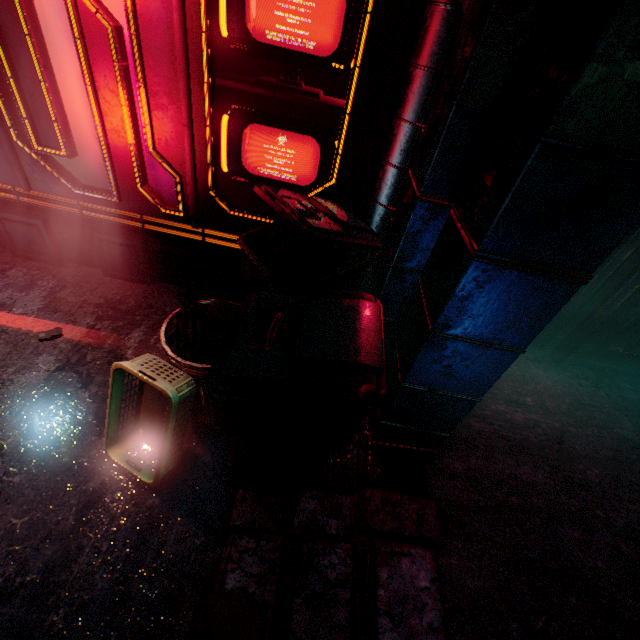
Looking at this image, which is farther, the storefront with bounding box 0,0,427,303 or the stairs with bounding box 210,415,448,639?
the storefront with bounding box 0,0,427,303

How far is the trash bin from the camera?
0.97m

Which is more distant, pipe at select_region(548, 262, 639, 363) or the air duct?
pipe at select_region(548, 262, 639, 363)

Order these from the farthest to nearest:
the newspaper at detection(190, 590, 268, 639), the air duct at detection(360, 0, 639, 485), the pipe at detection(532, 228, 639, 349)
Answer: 1. the pipe at detection(532, 228, 639, 349)
2. the newspaper at detection(190, 590, 268, 639)
3. the air duct at detection(360, 0, 639, 485)

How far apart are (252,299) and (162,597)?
1.3 meters

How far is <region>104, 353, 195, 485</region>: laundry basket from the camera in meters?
1.4

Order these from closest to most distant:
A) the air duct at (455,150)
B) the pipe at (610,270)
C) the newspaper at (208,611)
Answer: the air duct at (455,150) < the newspaper at (208,611) < the pipe at (610,270)

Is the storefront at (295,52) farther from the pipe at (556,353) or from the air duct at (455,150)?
the pipe at (556,353)
